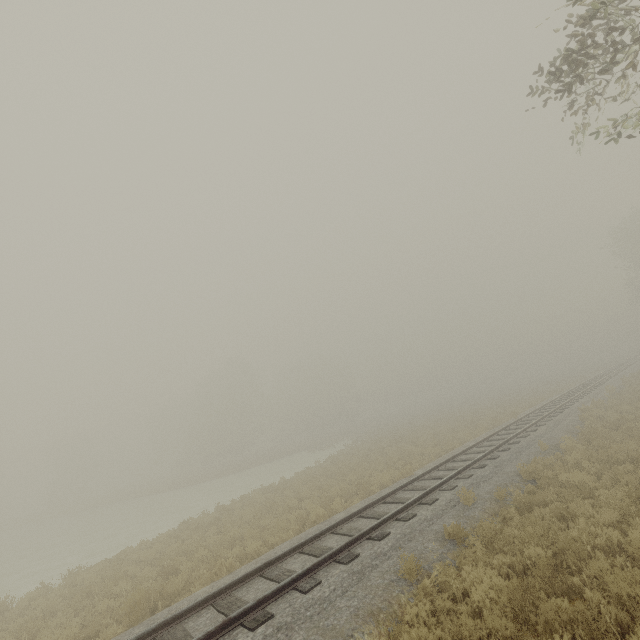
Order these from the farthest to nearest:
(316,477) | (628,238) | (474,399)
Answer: (474,399)
(628,238)
(316,477)
